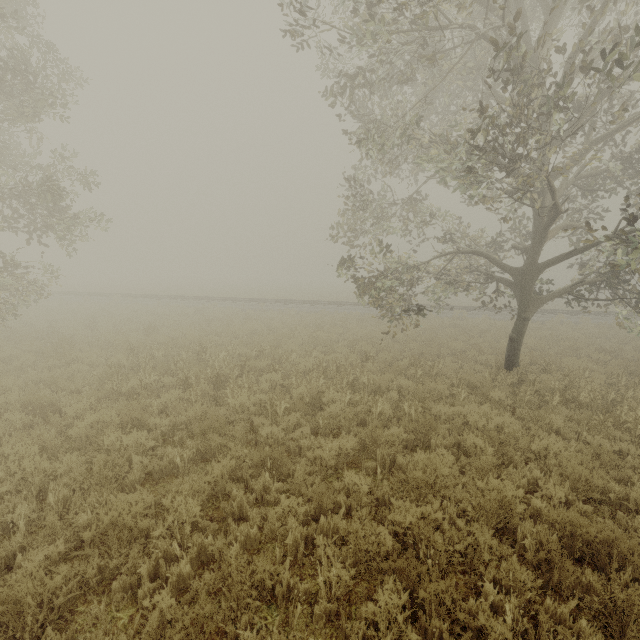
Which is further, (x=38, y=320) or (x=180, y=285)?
(x=180, y=285)

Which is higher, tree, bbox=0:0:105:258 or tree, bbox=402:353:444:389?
tree, bbox=0:0:105:258

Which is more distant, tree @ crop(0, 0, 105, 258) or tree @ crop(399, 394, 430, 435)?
tree @ crop(0, 0, 105, 258)

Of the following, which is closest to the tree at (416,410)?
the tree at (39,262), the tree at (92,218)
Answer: the tree at (92,218)

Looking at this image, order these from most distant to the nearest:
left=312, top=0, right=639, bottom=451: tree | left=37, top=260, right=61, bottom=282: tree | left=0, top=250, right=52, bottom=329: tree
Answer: left=37, top=260, right=61, bottom=282: tree < left=0, top=250, right=52, bottom=329: tree < left=312, top=0, right=639, bottom=451: tree

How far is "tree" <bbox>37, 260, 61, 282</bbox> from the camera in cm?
1389

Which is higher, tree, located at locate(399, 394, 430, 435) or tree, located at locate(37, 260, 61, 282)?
tree, located at locate(37, 260, 61, 282)
